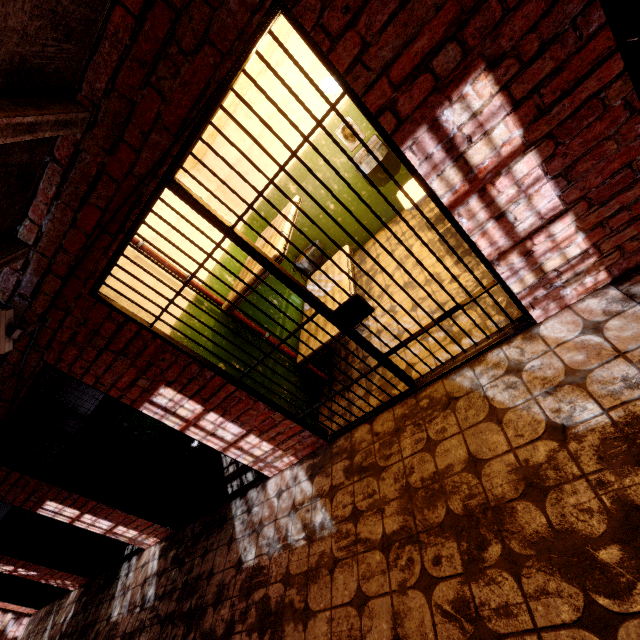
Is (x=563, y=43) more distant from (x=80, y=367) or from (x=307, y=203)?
(x=307, y=203)

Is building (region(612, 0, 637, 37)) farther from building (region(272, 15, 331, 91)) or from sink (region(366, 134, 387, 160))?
sink (region(366, 134, 387, 160))

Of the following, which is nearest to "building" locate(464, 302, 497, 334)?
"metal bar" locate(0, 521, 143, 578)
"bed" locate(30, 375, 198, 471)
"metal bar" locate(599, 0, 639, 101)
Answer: "metal bar" locate(599, 0, 639, 101)

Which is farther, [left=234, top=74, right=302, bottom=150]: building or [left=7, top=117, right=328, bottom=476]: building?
[left=234, top=74, right=302, bottom=150]: building

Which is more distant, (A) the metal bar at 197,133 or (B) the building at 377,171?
(B) the building at 377,171

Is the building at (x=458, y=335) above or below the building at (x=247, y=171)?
below

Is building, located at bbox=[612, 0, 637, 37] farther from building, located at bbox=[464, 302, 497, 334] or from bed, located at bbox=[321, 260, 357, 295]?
bed, located at bbox=[321, 260, 357, 295]

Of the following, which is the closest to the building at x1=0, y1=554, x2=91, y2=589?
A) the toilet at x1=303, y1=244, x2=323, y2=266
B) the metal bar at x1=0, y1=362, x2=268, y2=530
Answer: the metal bar at x1=0, y1=362, x2=268, y2=530
